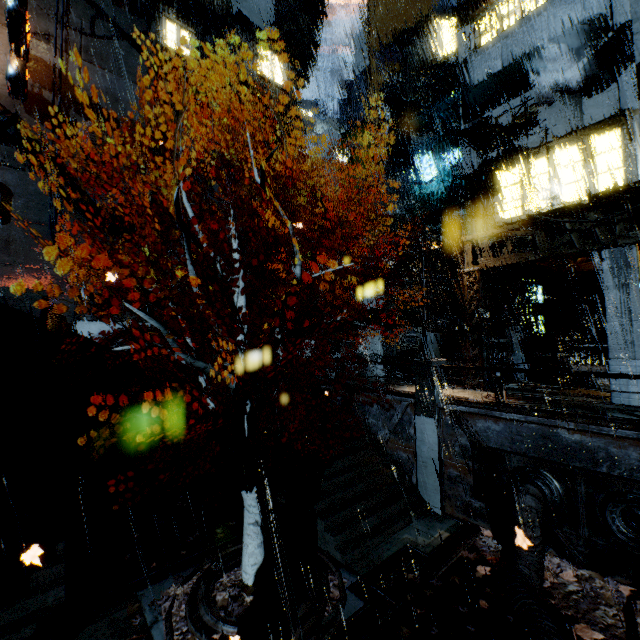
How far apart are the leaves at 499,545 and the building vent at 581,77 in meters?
20.7 m

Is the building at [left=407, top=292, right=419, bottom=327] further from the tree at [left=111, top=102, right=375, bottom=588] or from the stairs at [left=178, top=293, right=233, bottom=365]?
the tree at [left=111, top=102, right=375, bottom=588]

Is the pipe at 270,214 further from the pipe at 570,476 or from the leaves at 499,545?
the leaves at 499,545

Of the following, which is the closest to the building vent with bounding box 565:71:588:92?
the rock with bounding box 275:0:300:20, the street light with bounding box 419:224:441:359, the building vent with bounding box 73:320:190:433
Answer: the street light with bounding box 419:224:441:359

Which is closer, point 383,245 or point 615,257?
point 615,257

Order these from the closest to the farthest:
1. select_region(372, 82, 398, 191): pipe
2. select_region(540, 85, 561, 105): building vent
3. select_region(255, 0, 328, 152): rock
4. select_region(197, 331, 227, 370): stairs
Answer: select_region(540, 85, 561, 105): building vent, select_region(197, 331, 227, 370): stairs, select_region(372, 82, 398, 191): pipe, select_region(255, 0, 328, 152): rock

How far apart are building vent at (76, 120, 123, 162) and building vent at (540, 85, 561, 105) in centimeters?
2854cm

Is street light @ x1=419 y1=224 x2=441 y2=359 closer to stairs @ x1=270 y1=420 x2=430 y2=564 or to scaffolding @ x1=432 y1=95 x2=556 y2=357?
scaffolding @ x1=432 y1=95 x2=556 y2=357
